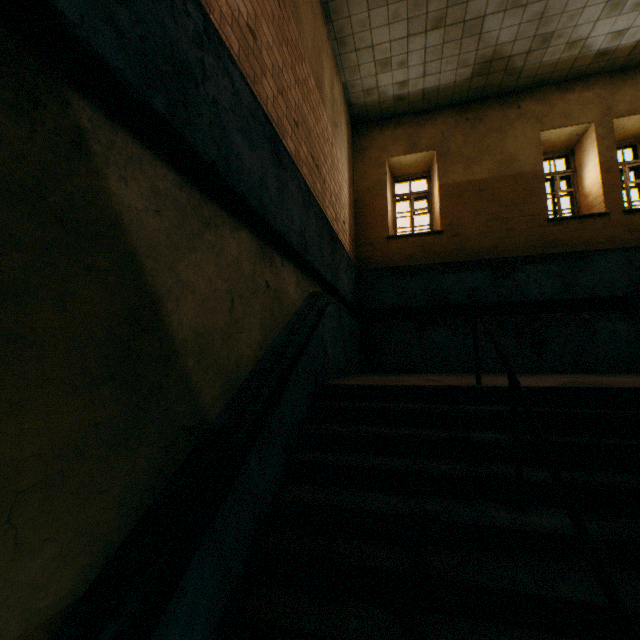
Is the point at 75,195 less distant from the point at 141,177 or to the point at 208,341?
the point at 141,177
